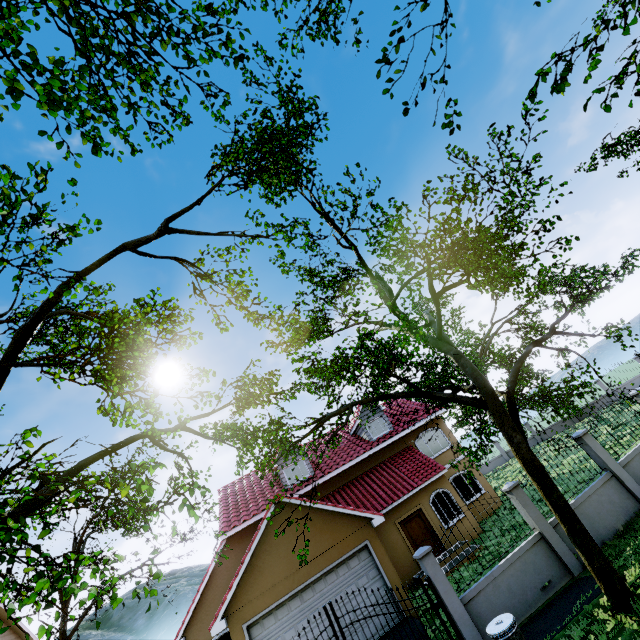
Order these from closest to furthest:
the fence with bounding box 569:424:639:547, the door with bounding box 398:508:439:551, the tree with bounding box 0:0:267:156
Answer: the tree with bounding box 0:0:267:156
the fence with bounding box 569:424:639:547
the door with bounding box 398:508:439:551

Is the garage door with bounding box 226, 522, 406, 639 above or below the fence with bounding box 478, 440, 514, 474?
above

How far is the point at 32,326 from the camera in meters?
7.7 m

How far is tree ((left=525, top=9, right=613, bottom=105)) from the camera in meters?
3.9 m

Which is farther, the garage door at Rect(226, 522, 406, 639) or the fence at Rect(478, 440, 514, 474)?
the fence at Rect(478, 440, 514, 474)

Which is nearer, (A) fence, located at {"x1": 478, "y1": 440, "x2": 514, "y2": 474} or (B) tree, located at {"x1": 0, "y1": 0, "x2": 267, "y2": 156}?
(B) tree, located at {"x1": 0, "y1": 0, "x2": 267, "y2": 156}

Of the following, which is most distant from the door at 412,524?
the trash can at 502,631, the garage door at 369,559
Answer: the trash can at 502,631

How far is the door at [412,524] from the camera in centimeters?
1609cm
